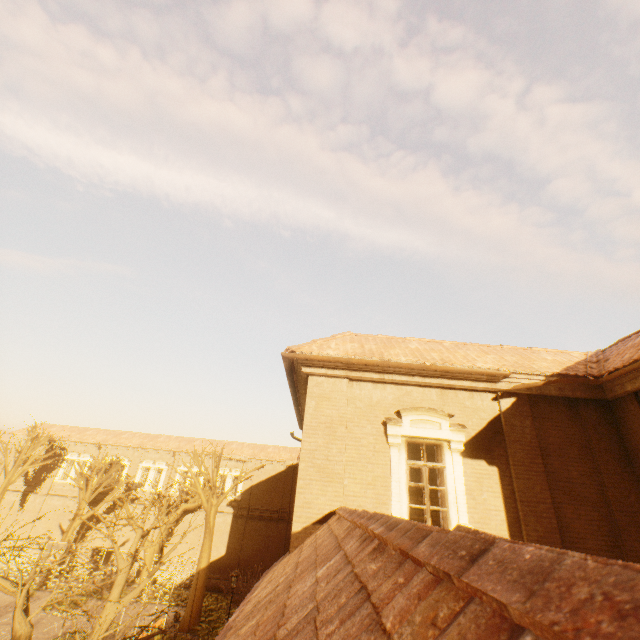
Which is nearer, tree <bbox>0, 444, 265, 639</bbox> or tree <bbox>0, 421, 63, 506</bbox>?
tree <bbox>0, 444, 265, 639</bbox>

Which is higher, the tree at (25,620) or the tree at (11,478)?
the tree at (11,478)

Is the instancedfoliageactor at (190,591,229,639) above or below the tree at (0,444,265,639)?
below

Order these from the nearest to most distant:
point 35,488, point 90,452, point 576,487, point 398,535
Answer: point 398,535, point 576,487, point 35,488, point 90,452

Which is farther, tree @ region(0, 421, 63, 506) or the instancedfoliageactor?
tree @ region(0, 421, 63, 506)

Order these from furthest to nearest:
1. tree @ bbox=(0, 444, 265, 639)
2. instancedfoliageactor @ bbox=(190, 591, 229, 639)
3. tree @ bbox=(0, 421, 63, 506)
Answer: tree @ bbox=(0, 421, 63, 506) → instancedfoliageactor @ bbox=(190, 591, 229, 639) → tree @ bbox=(0, 444, 265, 639)

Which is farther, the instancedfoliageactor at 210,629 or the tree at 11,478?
the tree at 11,478
